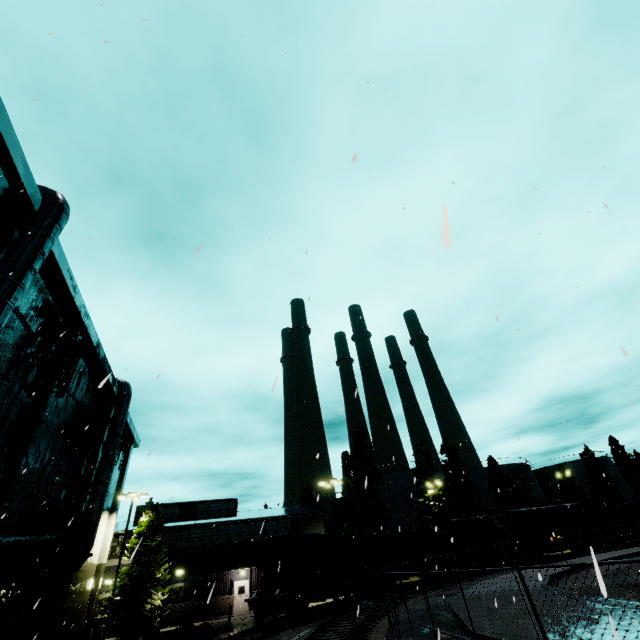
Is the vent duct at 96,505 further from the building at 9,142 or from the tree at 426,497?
the tree at 426,497

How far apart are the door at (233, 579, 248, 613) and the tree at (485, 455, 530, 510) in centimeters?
4093cm

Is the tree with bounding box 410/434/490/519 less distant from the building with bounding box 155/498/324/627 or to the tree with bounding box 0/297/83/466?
the building with bounding box 155/498/324/627

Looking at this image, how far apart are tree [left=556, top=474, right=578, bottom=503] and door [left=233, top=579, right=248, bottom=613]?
54.9m

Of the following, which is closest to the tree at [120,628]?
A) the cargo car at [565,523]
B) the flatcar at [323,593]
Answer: the flatcar at [323,593]

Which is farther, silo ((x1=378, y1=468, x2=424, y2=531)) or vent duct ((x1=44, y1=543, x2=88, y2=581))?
silo ((x1=378, y1=468, x2=424, y2=531))

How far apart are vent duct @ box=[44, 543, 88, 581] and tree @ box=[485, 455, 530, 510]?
55.2 meters

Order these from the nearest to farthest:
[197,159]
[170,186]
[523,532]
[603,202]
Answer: [603,202]
[170,186]
[197,159]
[523,532]
